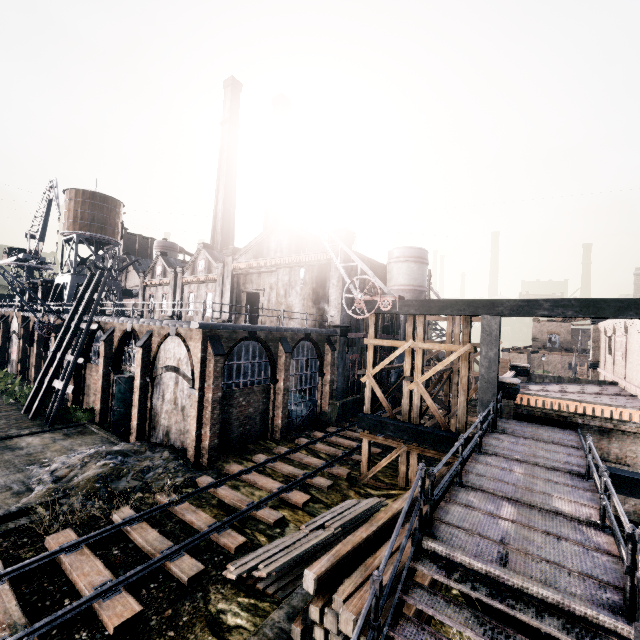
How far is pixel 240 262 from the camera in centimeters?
3744cm

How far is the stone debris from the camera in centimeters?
1410cm

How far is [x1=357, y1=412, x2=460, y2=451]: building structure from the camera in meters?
14.2

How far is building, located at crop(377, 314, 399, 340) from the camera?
35.38m

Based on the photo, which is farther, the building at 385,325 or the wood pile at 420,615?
the building at 385,325

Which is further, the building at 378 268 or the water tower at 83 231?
the water tower at 83 231

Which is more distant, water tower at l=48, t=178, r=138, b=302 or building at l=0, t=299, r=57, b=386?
water tower at l=48, t=178, r=138, b=302

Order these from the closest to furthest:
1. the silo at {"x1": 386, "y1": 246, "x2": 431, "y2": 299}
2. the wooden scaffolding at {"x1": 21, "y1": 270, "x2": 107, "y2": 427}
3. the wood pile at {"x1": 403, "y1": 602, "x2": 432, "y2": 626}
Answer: the wood pile at {"x1": 403, "y1": 602, "x2": 432, "y2": 626} → the wooden scaffolding at {"x1": 21, "y1": 270, "x2": 107, "y2": 427} → the silo at {"x1": 386, "y1": 246, "x2": 431, "y2": 299}
